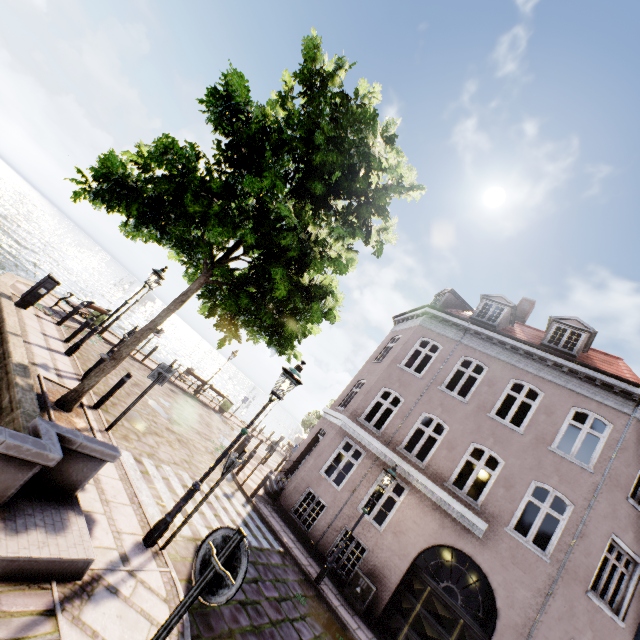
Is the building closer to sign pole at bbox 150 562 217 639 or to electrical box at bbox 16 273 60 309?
sign pole at bbox 150 562 217 639

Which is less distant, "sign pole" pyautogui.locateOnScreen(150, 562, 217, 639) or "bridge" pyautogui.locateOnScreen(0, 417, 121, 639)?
"sign pole" pyautogui.locateOnScreen(150, 562, 217, 639)

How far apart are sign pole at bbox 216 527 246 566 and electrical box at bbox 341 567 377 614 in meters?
9.7

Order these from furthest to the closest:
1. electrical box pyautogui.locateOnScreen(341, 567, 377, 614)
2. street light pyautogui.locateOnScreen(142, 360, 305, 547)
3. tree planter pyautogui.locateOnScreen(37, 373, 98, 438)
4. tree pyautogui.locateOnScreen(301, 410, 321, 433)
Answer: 1. tree pyautogui.locateOnScreen(301, 410, 321, 433)
2. electrical box pyautogui.locateOnScreen(341, 567, 377, 614)
3. tree planter pyautogui.locateOnScreen(37, 373, 98, 438)
4. street light pyautogui.locateOnScreen(142, 360, 305, 547)

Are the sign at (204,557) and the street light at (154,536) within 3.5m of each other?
yes

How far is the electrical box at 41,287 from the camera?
10.09m

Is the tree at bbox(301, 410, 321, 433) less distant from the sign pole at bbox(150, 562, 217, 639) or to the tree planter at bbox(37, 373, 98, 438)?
the tree planter at bbox(37, 373, 98, 438)

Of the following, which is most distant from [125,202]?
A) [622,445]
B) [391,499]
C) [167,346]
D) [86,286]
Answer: [167,346]
